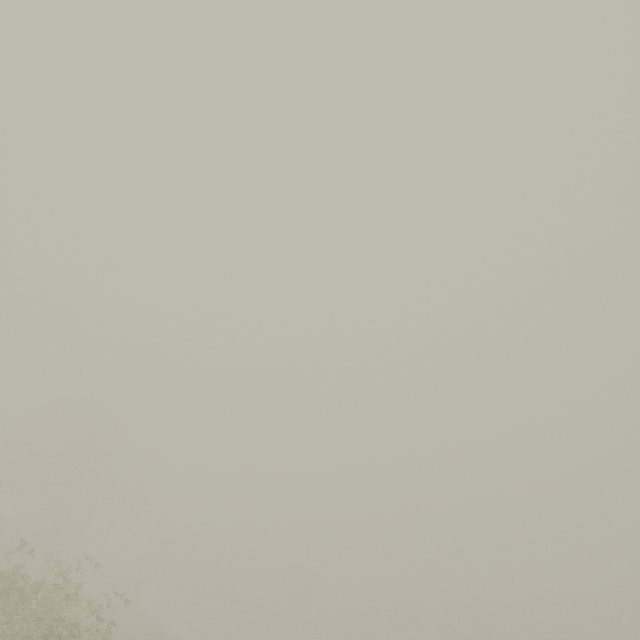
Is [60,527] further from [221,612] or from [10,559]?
[10,559]
